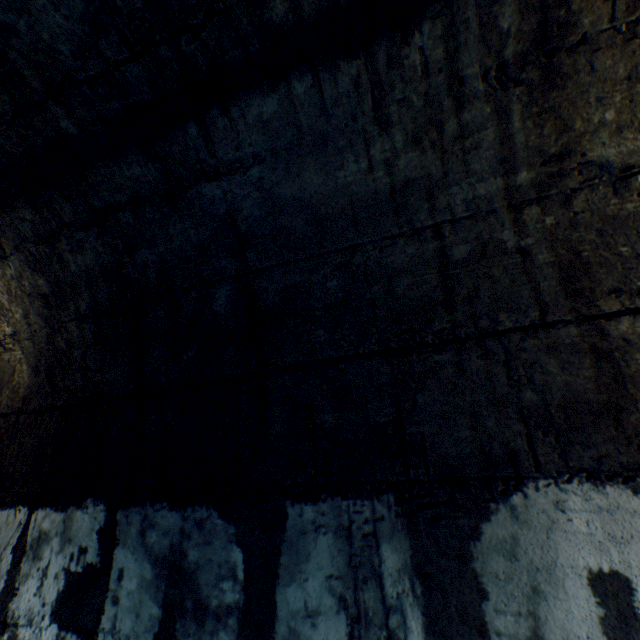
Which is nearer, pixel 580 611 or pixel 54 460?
pixel 580 611
